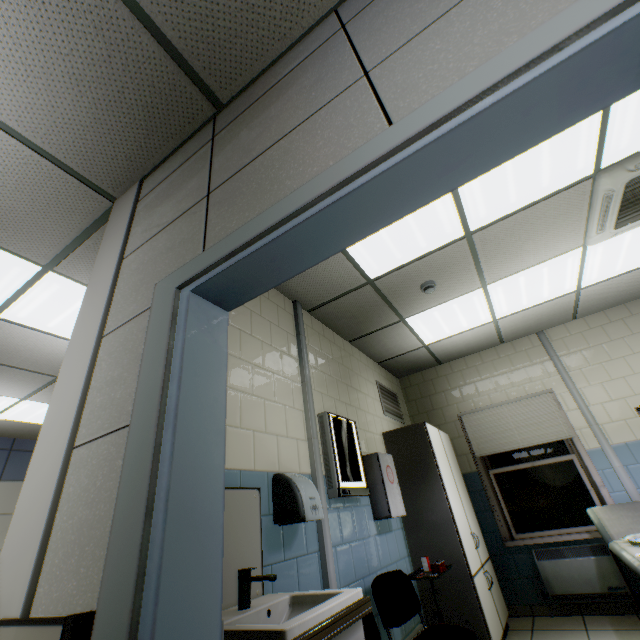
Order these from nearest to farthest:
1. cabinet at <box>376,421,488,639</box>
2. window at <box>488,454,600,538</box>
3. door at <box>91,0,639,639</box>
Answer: door at <box>91,0,639,639</box>, cabinet at <box>376,421,488,639</box>, window at <box>488,454,600,538</box>

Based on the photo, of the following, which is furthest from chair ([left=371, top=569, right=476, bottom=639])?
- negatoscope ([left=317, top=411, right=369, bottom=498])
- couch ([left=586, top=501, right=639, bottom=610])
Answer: couch ([left=586, top=501, right=639, bottom=610])

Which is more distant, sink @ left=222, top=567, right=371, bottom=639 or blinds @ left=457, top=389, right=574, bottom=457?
blinds @ left=457, top=389, right=574, bottom=457

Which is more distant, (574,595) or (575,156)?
(574,595)

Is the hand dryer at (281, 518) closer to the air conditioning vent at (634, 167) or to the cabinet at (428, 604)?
the cabinet at (428, 604)

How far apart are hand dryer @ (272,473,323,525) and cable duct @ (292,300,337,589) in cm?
21

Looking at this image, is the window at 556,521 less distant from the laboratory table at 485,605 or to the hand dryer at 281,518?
the laboratory table at 485,605

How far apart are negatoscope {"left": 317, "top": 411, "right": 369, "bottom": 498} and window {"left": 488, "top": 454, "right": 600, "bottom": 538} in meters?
2.7
